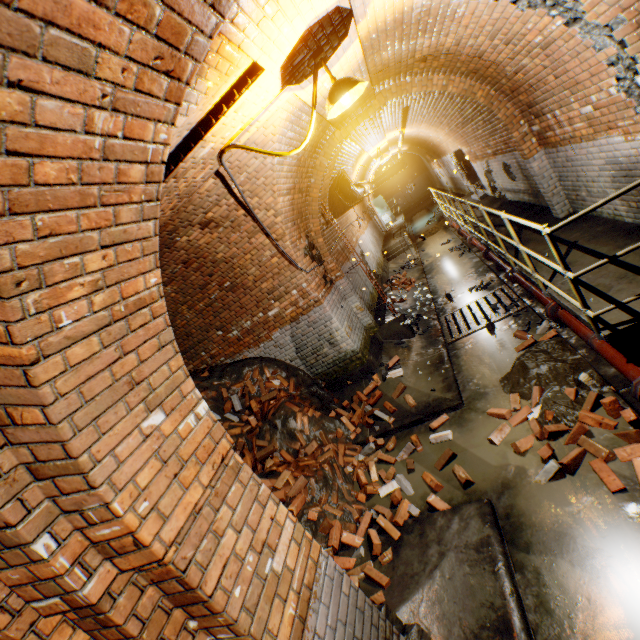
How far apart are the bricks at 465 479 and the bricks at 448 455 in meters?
0.2 m

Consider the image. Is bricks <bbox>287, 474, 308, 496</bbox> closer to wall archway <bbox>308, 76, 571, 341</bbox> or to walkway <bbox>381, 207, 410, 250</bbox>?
wall archway <bbox>308, 76, 571, 341</bbox>

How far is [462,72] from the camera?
5.2m

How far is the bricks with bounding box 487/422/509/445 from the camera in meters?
4.0 m

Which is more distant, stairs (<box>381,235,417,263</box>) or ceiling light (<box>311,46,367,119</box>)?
stairs (<box>381,235,417,263</box>)

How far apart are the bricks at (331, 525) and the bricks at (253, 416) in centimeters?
199cm

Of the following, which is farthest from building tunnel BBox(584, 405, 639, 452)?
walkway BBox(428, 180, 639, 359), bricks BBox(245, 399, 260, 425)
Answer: bricks BBox(245, 399, 260, 425)
